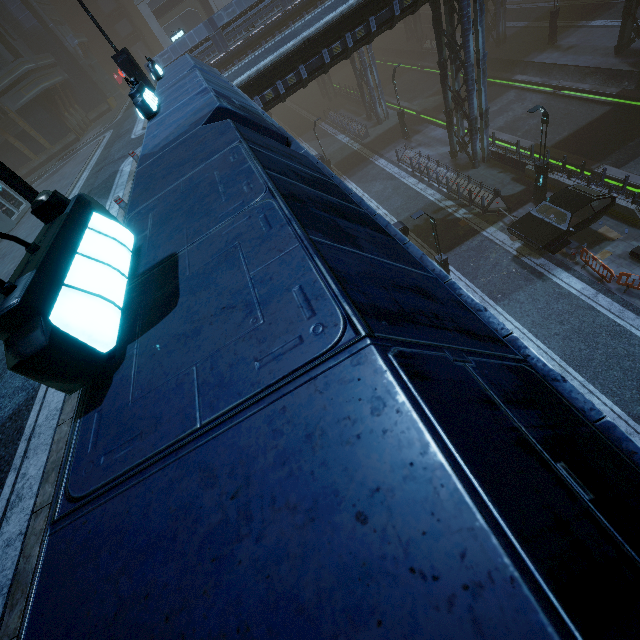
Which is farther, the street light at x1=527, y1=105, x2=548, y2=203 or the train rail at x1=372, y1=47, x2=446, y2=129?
the train rail at x1=372, y1=47, x2=446, y2=129

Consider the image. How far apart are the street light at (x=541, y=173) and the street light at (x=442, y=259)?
6.9m

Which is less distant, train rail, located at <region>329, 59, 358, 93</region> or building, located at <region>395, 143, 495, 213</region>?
building, located at <region>395, 143, 495, 213</region>

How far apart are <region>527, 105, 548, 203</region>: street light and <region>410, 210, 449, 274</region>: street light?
6.9m

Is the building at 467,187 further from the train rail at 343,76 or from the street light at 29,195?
the train rail at 343,76

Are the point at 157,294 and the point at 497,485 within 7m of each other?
yes

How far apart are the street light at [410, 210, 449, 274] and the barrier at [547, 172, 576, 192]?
8.2m

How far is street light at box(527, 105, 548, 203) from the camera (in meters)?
15.22
